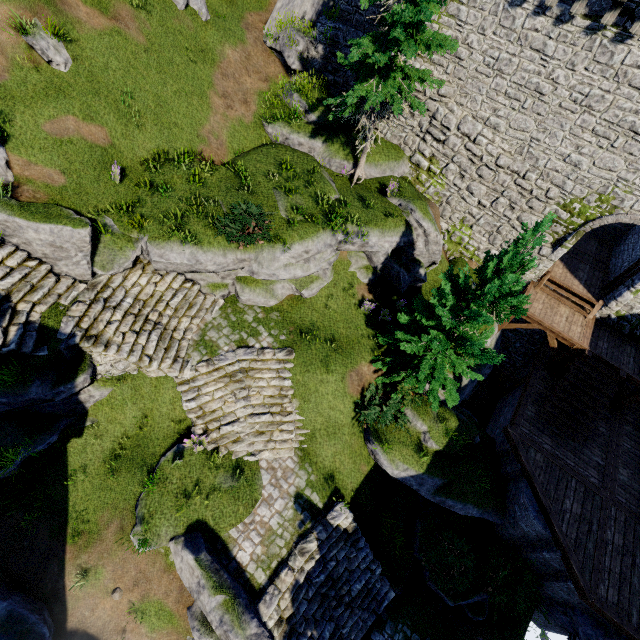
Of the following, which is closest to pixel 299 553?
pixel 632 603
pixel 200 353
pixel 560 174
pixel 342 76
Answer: pixel 200 353

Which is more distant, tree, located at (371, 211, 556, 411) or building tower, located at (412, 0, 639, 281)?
building tower, located at (412, 0, 639, 281)

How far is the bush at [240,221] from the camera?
11.41m

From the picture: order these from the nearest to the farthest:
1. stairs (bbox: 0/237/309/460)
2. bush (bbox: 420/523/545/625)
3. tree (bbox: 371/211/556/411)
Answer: tree (bbox: 371/211/556/411), stairs (bbox: 0/237/309/460), bush (bbox: 420/523/545/625)

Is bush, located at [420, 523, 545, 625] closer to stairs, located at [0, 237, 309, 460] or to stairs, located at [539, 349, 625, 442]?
stairs, located at [539, 349, 625, 442]

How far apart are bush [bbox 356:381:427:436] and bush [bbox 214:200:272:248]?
7.11m

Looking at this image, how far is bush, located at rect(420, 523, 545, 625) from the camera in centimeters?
1136cm

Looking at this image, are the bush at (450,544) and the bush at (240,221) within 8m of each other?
no
